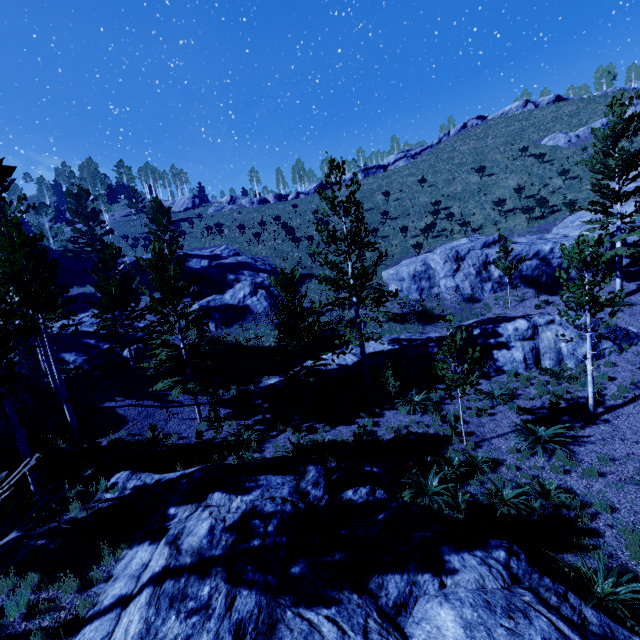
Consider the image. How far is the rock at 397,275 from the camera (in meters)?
24.22

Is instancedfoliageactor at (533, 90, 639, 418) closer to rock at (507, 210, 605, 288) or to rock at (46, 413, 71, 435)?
rock at (46, 413, 71, 435)

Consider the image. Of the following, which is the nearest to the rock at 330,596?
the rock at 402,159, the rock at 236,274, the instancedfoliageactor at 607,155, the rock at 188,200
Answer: the instancedfoliageactor at 607,155

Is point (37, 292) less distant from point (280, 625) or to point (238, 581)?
point (238, 581)

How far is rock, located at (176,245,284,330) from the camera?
28.2m

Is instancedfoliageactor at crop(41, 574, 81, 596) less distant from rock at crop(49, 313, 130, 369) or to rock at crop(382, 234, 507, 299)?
rock at crop(49, 313, 130, 369)

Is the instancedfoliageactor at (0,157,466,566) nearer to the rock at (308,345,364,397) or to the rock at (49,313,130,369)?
the rock at (49,313,130,369)

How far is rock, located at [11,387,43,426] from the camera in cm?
1548
